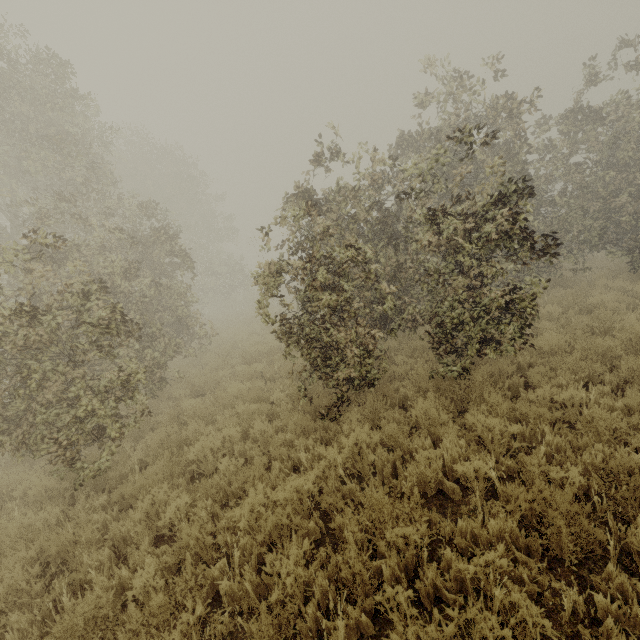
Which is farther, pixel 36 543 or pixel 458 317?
pixel 458 317
